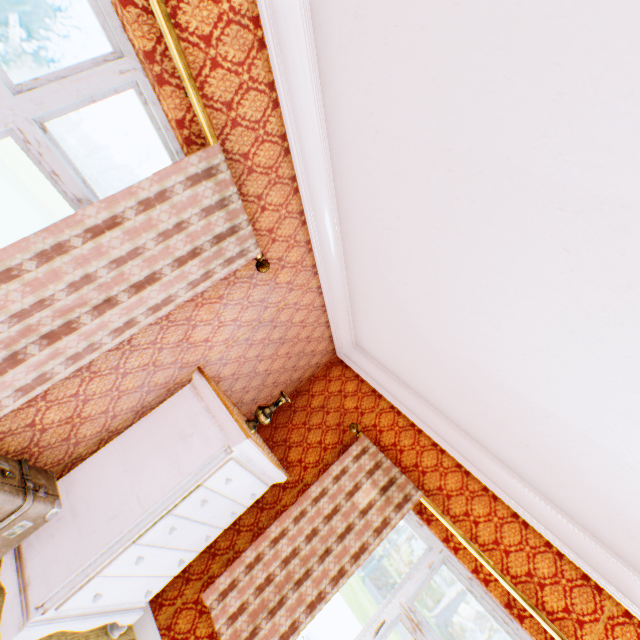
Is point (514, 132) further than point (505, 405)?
No

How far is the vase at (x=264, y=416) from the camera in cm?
270

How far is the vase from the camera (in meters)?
2.70

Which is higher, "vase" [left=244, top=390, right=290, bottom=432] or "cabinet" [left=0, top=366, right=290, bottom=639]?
"vase" [left=244, top=390, right=290, bottom=432]

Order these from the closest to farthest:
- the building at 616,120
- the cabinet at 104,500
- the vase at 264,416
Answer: the building at 616,120, the cabinet at 104,500, the vase at 264,416

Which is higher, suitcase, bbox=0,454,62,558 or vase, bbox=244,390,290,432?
vase, bbox=244,390,290,432

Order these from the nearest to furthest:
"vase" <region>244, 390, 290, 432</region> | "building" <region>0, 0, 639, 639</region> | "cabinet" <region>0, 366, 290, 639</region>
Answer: "building" <region>0, 0, 639, 639</region>
"cabinet" <region>0, 366, 290, 639</region>
"vase" <region>244, 390, 290, 432</region>

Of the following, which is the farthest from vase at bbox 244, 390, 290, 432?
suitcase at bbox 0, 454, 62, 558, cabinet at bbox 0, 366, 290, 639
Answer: suitcase at bbox 0, 454, 62, 558
